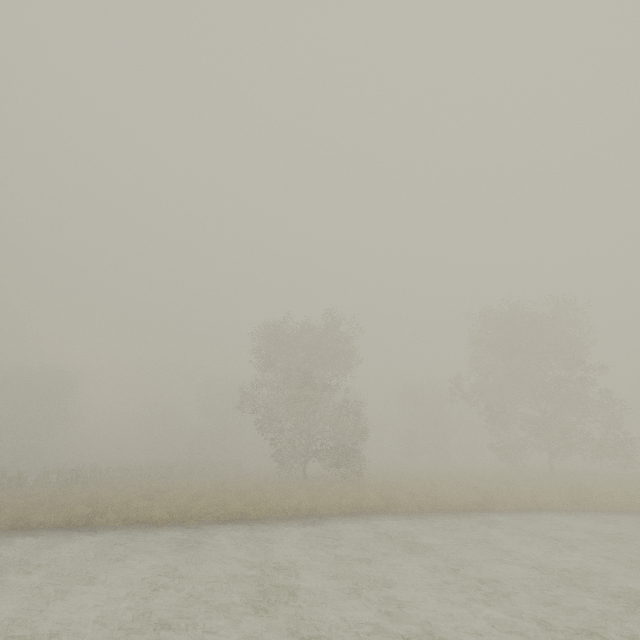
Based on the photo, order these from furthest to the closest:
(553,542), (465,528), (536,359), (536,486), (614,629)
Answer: (536,359)
(536,486)
(465,528)
(553,542)
(614,629)
